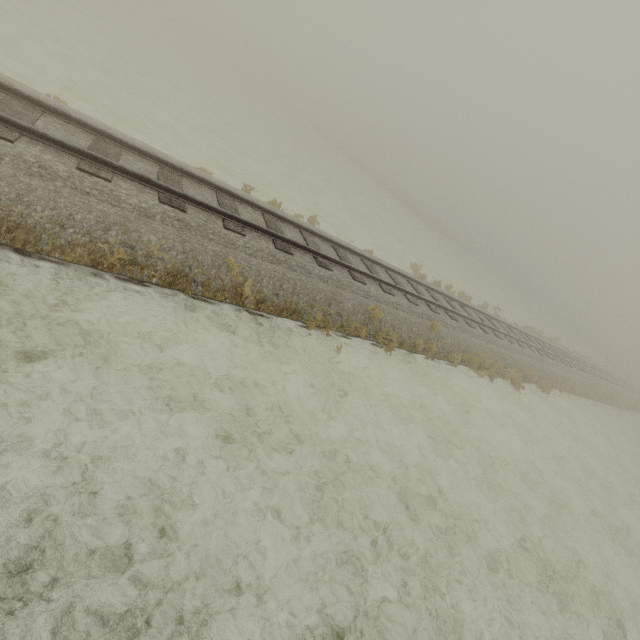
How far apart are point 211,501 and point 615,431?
25.5m
